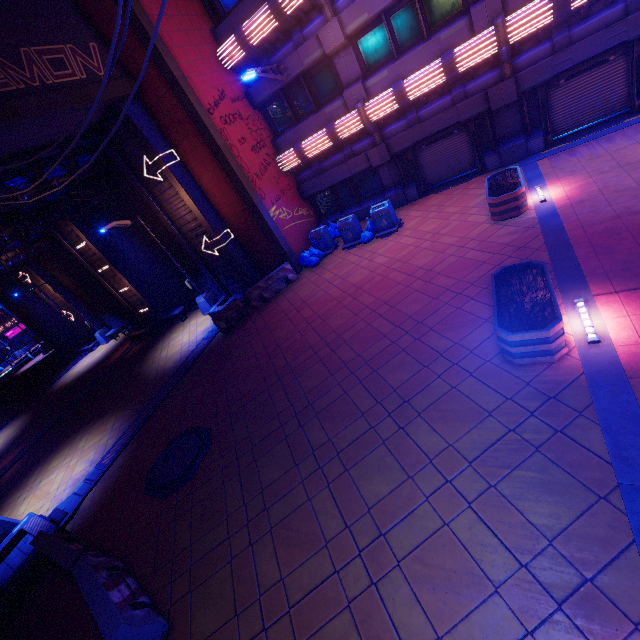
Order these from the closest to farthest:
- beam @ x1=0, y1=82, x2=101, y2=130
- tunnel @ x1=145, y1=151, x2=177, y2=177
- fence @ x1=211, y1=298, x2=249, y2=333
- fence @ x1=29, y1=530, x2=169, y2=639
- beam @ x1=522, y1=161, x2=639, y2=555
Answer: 1. beam @ x1=522, y1=161, x2=639, y2=555
2. fence @ x1=29, y1=530, x2=169, y2=639
3. beam @ x1=0, y1=82, x2=101, y2=130
4. tunnel @ x1=145, y1=151, x2=177, y2=177
5. fence @ x1=211, y1=298, x2=249, y2=333

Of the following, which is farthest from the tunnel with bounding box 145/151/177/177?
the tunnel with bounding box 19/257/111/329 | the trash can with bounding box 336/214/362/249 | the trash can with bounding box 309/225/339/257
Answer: the tunnel with bounding box 19/257/111/329

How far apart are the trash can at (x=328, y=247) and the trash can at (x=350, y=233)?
0.2m

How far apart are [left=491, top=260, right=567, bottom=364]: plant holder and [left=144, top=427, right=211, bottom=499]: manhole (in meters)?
7.51

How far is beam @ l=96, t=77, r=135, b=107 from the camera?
11.3 meters

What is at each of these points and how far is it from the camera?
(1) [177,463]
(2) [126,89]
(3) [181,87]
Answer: (1) manhole, 8.71m
(2) beam, 11.91m
(3) column, 11.68m

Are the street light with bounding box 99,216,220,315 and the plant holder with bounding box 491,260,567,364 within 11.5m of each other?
no

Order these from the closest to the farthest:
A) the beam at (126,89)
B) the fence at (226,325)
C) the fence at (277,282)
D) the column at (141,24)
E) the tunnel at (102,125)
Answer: the column at (141,24) < the beam at (126,89) < the tunnel at (102,125) < the fence at (226,325) < the fence at (277,282)
